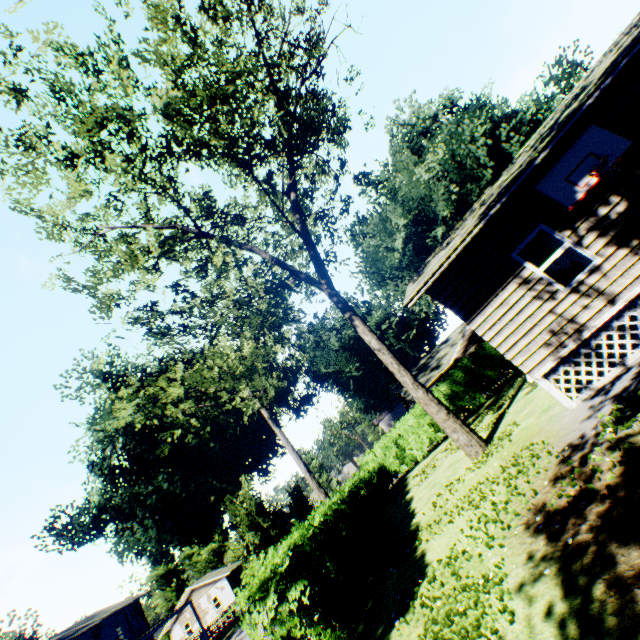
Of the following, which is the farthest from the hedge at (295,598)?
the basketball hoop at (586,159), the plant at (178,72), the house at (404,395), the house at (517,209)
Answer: the basketball hoop at (586,159)

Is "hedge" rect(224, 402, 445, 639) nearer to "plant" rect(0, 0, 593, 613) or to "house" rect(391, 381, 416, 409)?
"house" rect(391, 381, 416, 409)

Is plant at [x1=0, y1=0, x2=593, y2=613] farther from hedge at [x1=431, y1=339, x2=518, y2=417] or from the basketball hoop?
the basketball hoop

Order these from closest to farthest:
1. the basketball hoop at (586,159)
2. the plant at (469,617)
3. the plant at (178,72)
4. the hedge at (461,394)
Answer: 1. the plant at (469,617)
2. the basketball hoop at (586,159)
3. the plant at (178,72)
4. the hedge at (461,394)

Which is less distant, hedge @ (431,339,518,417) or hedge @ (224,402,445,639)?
hedge @ (224,402,445,639)

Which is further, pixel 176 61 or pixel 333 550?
pixel 176 61

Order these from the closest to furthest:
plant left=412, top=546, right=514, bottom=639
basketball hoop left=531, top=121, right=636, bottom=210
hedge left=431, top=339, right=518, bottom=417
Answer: plant left=412, top=546, right=514, bottom=639 < basketball hoop left=531, top=121, right=636, bottom=210 < hedge left=431, top=339, right=518, bottom=417

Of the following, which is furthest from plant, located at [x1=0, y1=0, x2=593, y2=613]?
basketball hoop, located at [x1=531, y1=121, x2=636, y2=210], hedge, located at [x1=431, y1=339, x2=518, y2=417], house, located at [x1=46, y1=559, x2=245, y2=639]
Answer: basketball hoop, located at [x1=531, y1=121, x2=636, y2=210]
